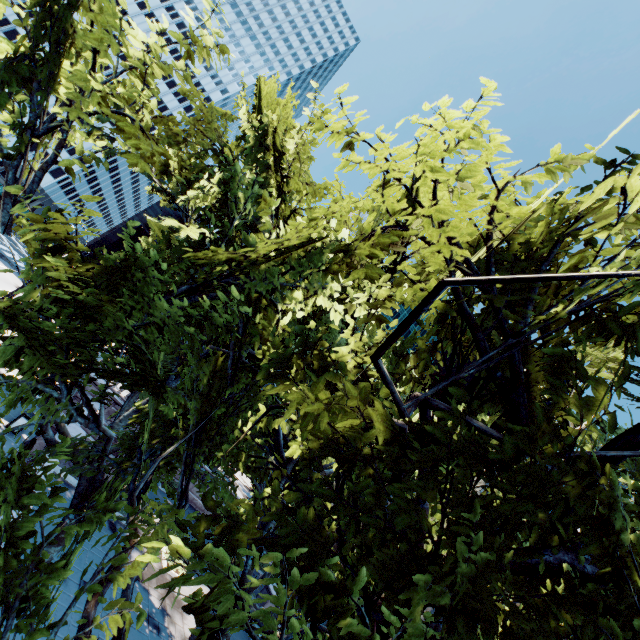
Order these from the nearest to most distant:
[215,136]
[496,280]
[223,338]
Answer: [496,280], [223,338], [215,136]
